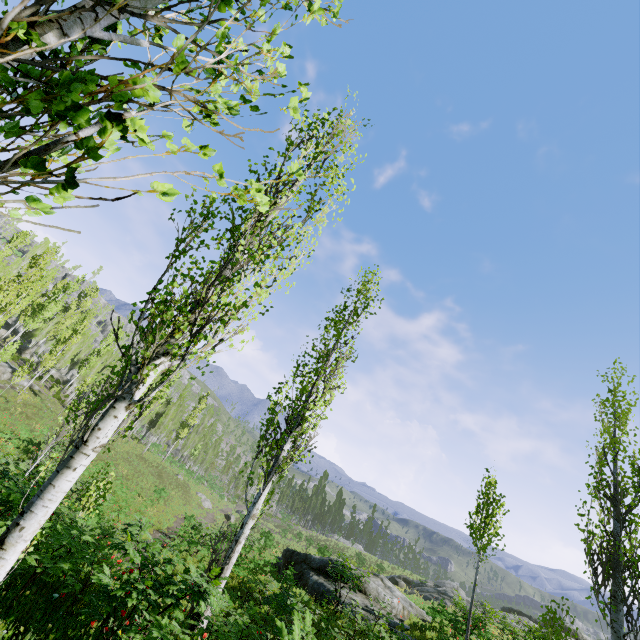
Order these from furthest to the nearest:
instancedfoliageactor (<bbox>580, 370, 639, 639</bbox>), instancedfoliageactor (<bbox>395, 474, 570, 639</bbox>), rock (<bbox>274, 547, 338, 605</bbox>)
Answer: rock (<bbox>274, 547, 338, 605</bbox>) < instancedfoliageactor (<bbox>395, 474, 570, 639</bbox>) < instancedfoliageactor (<bbox>580, 370, 639, 639</bbox>)

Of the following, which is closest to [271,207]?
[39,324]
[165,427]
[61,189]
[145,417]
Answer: [61,189]

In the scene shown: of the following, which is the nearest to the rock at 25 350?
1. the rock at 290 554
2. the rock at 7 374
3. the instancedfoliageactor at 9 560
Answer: the instancedfoliageactor at 9 560

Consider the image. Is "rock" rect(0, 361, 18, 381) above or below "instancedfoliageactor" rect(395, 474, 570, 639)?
below

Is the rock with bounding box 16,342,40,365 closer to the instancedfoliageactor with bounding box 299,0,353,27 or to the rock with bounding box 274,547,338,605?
the instancedfoliageactor with bounding box 299,0,353,27

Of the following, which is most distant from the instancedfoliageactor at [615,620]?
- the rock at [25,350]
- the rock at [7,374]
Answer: the rock at [7,374]

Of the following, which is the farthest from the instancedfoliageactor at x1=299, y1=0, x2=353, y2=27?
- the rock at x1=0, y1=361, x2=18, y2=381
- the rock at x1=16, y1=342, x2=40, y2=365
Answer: the rock at x1=0, y1=361, x2=18, y2=381
